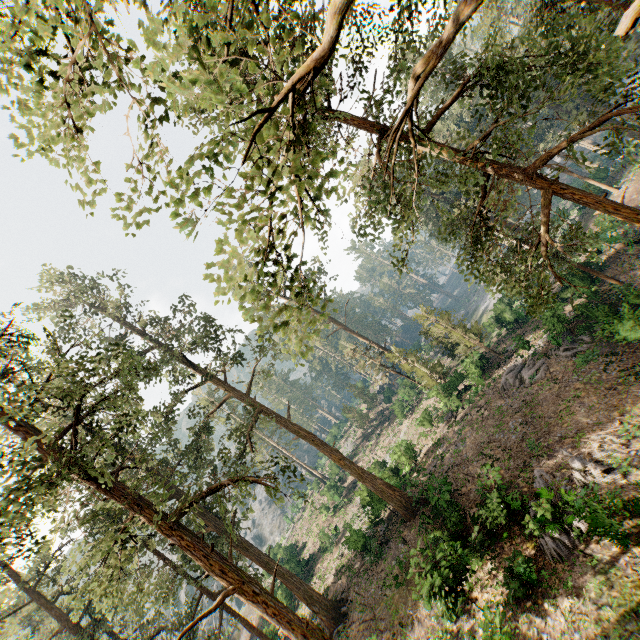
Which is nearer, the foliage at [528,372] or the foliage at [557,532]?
the foliage at [557,532]

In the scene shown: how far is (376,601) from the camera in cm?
2098

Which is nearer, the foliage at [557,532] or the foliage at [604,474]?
the foliage at [557,532]

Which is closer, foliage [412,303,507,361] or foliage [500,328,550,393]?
foliage [500,328,550,393]

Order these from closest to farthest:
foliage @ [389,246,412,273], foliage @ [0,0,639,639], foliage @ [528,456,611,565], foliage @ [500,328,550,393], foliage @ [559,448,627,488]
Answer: foliage @ [0,0,639,639] → foliage @ [528,456,611,565] → foliage @ [559,448,627,488] → foliage @ [389,246,412,273] → foliage @ [500,328,550,393]

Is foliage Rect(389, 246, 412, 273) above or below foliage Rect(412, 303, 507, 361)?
above

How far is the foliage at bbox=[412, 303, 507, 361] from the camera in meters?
31.6
